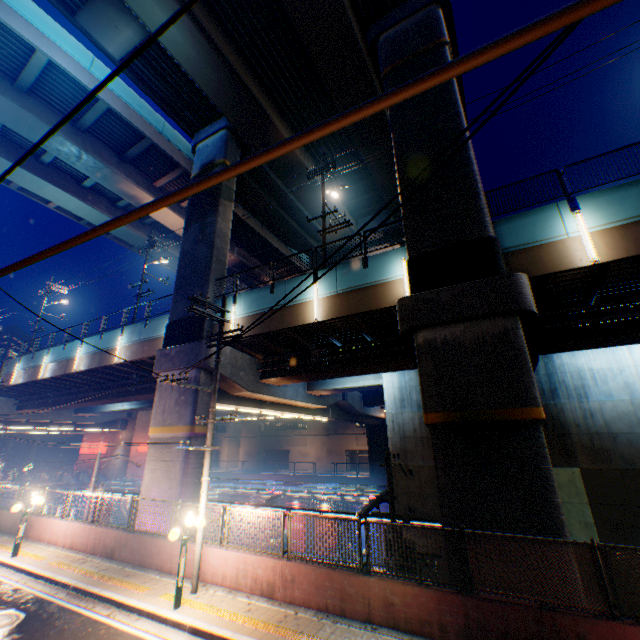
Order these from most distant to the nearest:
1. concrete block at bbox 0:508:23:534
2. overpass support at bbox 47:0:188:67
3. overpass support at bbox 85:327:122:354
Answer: Result:
1. overpass support at bbox 85:327:122:354
2. concrete block at bbox 0:508:23:534
3. overpass support at bbox 47:0:188:67

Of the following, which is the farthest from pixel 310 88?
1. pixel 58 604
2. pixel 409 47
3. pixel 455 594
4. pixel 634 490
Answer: pixel 634 490

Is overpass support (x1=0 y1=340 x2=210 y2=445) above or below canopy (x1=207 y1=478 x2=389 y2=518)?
above

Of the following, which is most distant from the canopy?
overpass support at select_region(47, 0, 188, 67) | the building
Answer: the building

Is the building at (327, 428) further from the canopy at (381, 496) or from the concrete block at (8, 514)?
the concrete block at (8, 514)

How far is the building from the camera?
53.97m

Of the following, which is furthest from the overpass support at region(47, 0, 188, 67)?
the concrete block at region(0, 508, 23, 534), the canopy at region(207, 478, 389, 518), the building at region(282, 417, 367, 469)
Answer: the building at region(282, 417, 367, 469)

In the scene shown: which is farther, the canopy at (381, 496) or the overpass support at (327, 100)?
the canopy at (381, 496)
